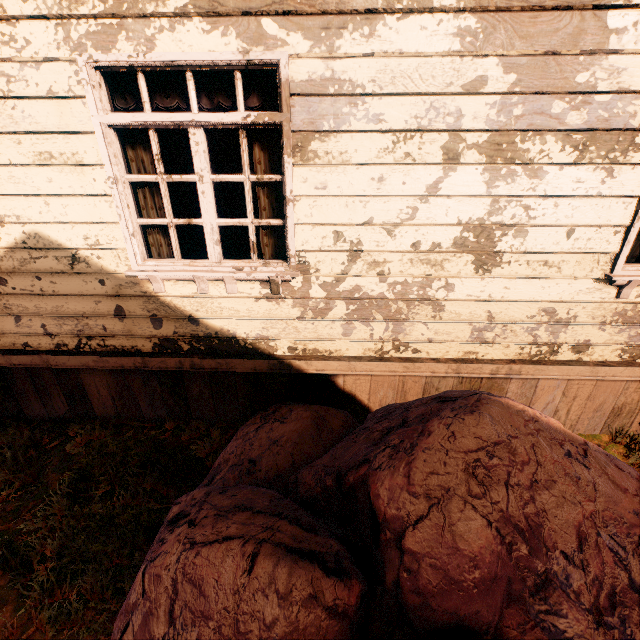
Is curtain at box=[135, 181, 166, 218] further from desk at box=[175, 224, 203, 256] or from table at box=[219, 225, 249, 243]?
table at box=[219, 225, 249, 243]

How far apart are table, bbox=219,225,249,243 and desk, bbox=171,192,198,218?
0.9m

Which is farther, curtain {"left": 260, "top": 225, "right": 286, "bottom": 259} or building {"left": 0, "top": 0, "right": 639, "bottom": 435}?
curtain {"left": 260, "top": 225, "right": 286, "bottom": 259}

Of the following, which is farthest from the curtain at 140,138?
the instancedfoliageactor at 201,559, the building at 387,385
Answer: the instancedfoliageactor at 201,559

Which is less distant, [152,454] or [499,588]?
[499,588]

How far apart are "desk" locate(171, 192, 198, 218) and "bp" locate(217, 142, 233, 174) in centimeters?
259cm

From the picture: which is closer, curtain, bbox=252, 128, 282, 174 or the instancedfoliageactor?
the instancedfoliageactor

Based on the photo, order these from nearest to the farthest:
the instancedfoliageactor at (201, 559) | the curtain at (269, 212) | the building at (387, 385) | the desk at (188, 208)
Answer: the instancedfoliageactor at (201, 559) < the building at (387, 385) < the curtain at (269, 212) < the desk at (188, 208)
